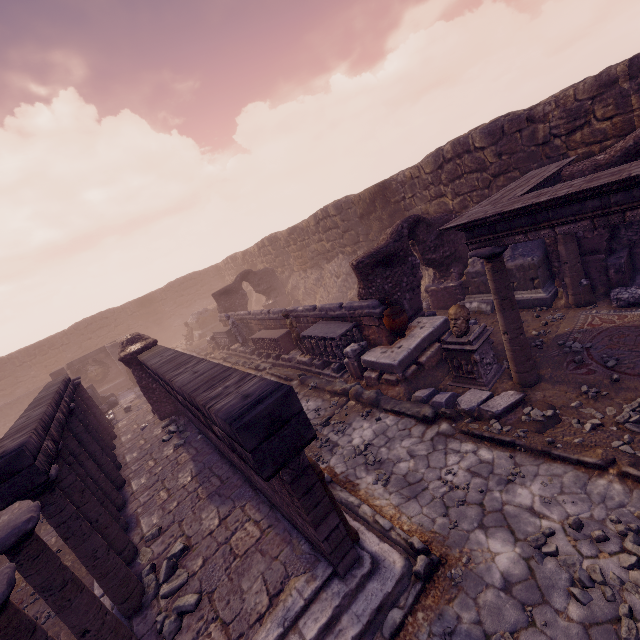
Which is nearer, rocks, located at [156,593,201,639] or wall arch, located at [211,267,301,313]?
rocks, located at [156,593,201,639]

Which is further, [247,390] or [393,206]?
[393,206]

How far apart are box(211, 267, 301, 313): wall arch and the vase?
13.2m

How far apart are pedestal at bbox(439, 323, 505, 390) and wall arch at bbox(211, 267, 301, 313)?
14.86m

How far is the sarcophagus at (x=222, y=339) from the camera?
17.9m

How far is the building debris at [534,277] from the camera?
9.0 meters

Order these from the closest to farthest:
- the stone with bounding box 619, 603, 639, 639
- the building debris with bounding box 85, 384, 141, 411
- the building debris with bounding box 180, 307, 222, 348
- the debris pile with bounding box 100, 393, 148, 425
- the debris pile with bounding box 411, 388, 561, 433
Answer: the stone with bounding box 619, 603, 639, 639, the debris pile with bounding box 411, 388, 561, 433, the debris pile with bounding box 100, 393, 148, 425, the building debris with bounding box 85, 384, 141, 411, the building debris with bounding box 180, 307, 222, 348

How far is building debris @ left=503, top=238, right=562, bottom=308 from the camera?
9.0m
